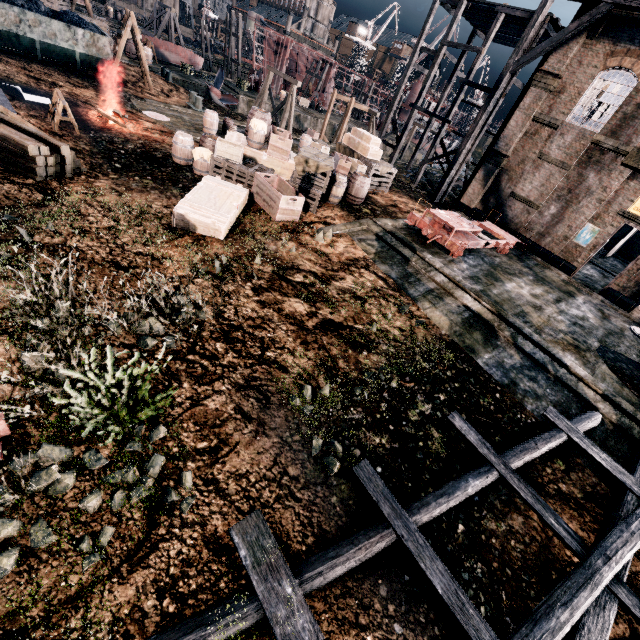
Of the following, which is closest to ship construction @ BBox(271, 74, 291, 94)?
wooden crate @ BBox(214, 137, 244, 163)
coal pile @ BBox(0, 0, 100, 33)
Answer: coal pile @ BBox(0, 0, 100, 33)

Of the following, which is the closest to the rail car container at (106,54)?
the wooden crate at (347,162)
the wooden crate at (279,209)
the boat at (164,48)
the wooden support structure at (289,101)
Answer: the boat at (164,48)

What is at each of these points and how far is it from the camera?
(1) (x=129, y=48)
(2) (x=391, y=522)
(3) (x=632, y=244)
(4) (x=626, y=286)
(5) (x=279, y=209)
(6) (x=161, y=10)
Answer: (1) wooden barrel, 31.2 meters
(2) wooden scaffolding, 5.3 meters
(3) building, 35.2 meters
(4) building, 18.4 meters
(5) wooden crate, 12.4 meters
(6) wooden support structure, 41.6 meters

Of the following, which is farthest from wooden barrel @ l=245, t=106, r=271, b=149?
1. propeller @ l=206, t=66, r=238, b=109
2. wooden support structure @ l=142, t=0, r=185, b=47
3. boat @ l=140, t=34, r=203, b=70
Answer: wooden support structure @ l=142, t=0, r=185, b=47

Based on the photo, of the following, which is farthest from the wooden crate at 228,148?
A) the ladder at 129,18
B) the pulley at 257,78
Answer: the pulley at 257,78

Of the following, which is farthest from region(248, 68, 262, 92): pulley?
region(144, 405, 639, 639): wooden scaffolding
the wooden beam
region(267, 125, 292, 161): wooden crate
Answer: region(144, 405, 639, 639): wooden scaffolding

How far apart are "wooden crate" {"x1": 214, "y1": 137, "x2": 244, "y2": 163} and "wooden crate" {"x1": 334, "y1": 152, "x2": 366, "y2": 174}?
4.98m

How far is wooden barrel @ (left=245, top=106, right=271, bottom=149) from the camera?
15.1 meters
